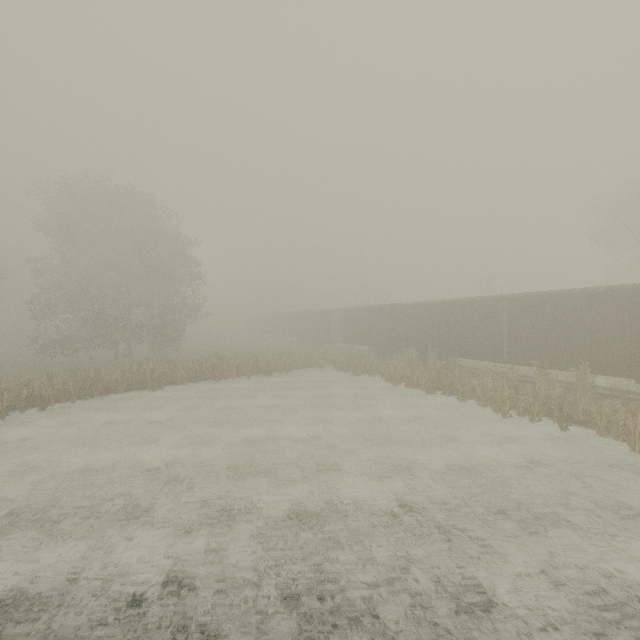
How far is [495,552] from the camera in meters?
6.3 m

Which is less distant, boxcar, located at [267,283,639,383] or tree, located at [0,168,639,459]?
boxcar, located at [267,283,639,383]

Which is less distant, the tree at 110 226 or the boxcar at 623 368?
the boxcar at 623 368
